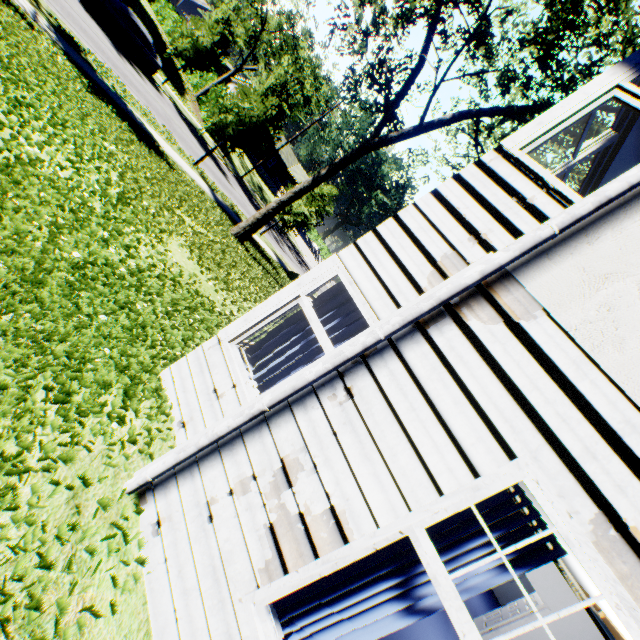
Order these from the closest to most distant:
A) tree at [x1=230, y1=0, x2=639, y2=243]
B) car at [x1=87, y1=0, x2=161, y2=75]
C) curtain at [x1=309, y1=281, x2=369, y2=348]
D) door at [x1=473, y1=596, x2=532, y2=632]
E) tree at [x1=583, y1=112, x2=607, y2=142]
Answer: curtain at [x1=309, y1=281, x2=369, y2=348]
door at [x1=473, y1=596, x2=532, y2=632]
tree at [x1=230, y1=0, x2=639, y2=243]
tree at [x1=583, y1=112, x2=607, y2=142]
car at [x1=87, y1=0, x2=161, y2=75]

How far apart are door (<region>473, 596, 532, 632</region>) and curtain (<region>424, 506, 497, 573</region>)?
10.5 meters

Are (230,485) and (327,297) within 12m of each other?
yes

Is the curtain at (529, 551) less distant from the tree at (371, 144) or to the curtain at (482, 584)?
the curtain at (482, 584)

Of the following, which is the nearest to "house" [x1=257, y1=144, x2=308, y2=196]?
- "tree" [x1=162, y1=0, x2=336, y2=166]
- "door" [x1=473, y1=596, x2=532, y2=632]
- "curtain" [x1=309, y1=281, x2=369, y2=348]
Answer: "tree" [x1=162, y1=0, x2=336, y2=166]

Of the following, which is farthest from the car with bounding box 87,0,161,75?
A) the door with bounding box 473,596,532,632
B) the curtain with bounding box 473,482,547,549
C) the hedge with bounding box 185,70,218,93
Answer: the door with bounding box 473,596,532,632

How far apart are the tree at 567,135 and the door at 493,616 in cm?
1584
